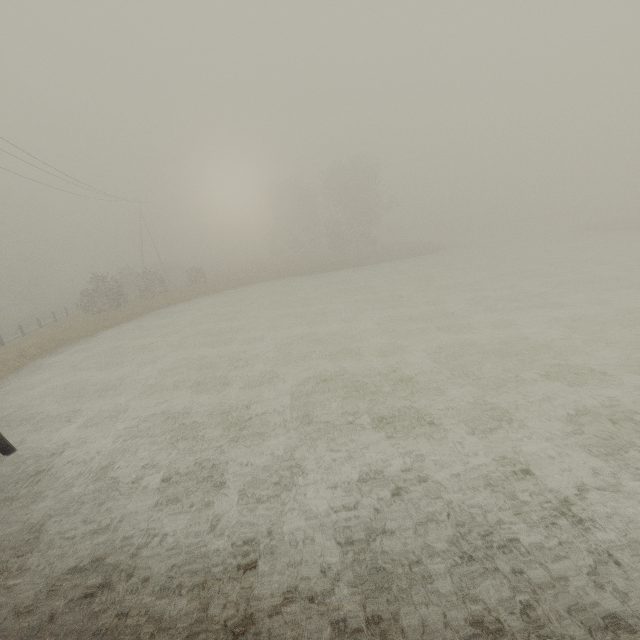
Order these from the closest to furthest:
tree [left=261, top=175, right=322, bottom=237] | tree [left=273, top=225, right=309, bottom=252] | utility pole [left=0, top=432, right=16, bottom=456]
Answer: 1. utility pole [left=0, top=432, right=16, bottom=456]
2. tree [left=261, top=175, right=322, bottom=237]
3. tree [left=273, top=225, right=309, bottom=252]

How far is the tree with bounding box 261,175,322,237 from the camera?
56.19m

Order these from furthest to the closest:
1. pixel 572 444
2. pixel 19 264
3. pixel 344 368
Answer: pixel 19 264
pixel 344 368
pixel 572 444

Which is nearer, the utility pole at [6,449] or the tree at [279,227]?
the utility pole at [6,449]

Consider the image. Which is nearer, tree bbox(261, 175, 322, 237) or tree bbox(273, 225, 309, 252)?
tree bbox(261, 175, 322, 237)

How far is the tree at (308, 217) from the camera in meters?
56.2

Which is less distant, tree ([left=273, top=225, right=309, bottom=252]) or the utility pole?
the utility pole
